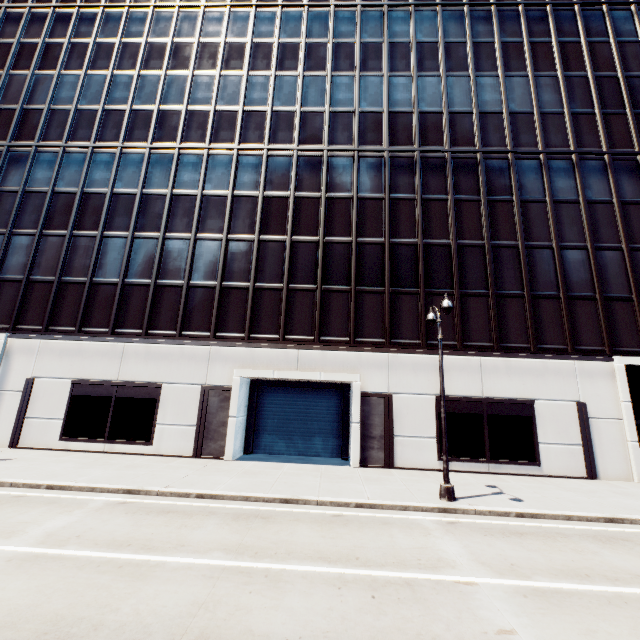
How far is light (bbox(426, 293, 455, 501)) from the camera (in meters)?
11.30

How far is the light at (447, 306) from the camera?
11.3m

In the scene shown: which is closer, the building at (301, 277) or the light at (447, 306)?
the light at (447, 306)

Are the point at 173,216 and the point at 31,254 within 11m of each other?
yes

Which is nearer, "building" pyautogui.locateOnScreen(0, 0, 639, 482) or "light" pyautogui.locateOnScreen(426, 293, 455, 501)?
"light" pyautogui.locateOnScreen(426, 293, 455, 501)
